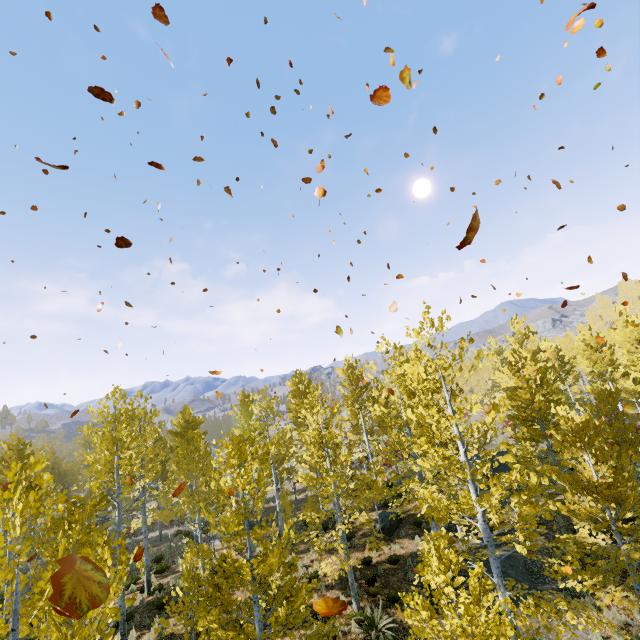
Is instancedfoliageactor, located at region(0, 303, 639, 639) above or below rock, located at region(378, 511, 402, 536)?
above

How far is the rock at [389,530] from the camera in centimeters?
1732cm

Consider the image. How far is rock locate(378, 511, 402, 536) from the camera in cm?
1732

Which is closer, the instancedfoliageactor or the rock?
the instancedfoliageactor

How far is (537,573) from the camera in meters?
14.0

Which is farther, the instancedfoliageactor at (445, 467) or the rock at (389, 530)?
the rock at (389, 530)
